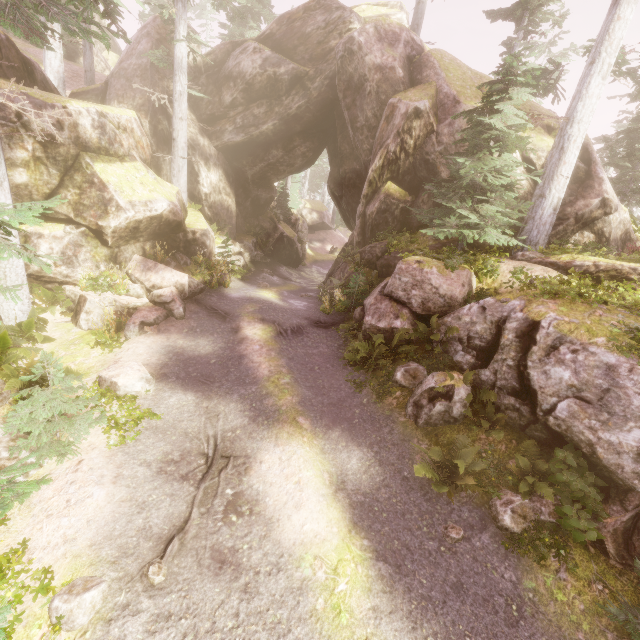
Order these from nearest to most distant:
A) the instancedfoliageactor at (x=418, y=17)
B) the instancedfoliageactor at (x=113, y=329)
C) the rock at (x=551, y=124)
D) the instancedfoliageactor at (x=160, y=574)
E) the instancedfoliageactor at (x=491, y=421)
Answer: the instancedfoliageactor at (x=160, y=574), the instancedfoliageactor at (x=491, y=421), the instancedfoliageactor at (x=113, y=329), the rock at (x=551, y=124), the instancedfoliageactor at (x=418, y=17)

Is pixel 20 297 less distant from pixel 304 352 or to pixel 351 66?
pixel 304 352

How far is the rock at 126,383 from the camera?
8.07m

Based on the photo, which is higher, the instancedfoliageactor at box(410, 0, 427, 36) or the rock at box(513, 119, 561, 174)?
the instancedfoliageactor at box(410, 0, 427, 36)

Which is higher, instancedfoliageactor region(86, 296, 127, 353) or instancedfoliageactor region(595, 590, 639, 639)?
instancedfoliageactor region(595, 590, 639, 639)

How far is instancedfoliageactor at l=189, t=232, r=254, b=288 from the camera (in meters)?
14.69

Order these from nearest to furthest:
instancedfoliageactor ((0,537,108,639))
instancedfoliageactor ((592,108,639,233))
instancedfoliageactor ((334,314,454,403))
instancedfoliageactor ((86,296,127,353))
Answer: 1. instancedfoliageactor ((0,537,108,639))
2. instancedfoliageactor ((334,314,454,403))
3. instancedfoliageactor ((86,296,127,353))
4. instancedfoliageactor ((592,108,639,233))
